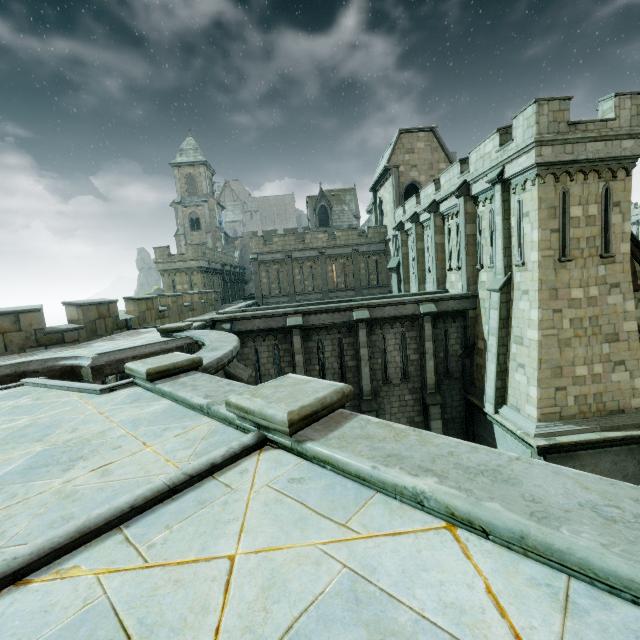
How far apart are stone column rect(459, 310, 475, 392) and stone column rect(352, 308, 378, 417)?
4.58m

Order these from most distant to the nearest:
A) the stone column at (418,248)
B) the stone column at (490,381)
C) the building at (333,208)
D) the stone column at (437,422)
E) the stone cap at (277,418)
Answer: the building at (333,208) < the stone column at (418,248) < the stone column at (437,422) < the stone column at (490,381) < the stone cap at (277,418)

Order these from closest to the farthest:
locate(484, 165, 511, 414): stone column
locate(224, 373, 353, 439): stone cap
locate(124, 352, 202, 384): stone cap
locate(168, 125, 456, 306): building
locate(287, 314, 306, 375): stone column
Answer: locate(224, 373, 353, 439): stone cap
locate(124, 352, 202, 384): stone cap
locate(484, 165, 511, 414): stone column
locate(287, 314, 306, 375): stone column
locate(168, 125, 456, 306): building

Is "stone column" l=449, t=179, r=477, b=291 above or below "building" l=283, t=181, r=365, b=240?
below

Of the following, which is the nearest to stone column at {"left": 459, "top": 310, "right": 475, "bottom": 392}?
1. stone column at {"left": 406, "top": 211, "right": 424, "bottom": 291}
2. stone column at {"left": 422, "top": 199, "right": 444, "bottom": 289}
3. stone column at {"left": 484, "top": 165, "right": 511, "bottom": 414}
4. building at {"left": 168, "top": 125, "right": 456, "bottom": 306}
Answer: stone column at {"left": 484, "top": 165, "right": 511, "bottom": 414}

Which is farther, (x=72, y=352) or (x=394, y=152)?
(x=394, y=152)

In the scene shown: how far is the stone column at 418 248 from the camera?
22.1m

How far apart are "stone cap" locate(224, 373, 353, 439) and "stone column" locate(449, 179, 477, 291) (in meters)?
14.28
